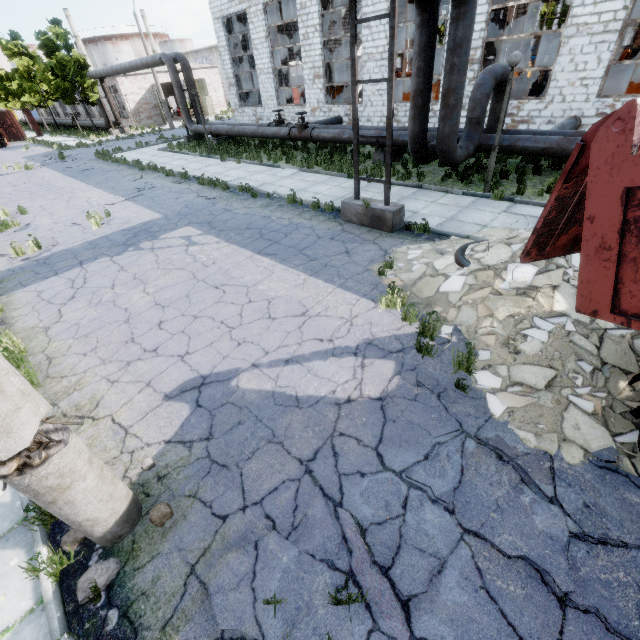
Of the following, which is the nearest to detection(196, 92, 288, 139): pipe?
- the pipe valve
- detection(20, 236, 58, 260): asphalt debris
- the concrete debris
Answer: the pipe valve

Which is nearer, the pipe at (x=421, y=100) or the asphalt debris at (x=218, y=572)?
the asphalt debris at (x=218, y=572)

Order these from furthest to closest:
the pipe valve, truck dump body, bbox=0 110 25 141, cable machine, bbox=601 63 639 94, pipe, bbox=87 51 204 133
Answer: truck dump body, bbox=0 110 25 141 < pipe, bbox=87 51 204 133 < the pipe valve < cable machine, bbox=601 63 639 94

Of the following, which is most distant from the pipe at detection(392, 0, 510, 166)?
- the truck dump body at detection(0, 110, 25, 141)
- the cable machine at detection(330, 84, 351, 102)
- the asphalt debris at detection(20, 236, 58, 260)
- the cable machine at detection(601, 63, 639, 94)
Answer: the truck dump body at detection(0, 110, 25, 141)

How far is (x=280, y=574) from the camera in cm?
293

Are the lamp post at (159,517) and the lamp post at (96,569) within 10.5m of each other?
yes

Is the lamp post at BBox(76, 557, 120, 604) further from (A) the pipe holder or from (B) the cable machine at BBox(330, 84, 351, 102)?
(B) the cable machine at BBox(330, 84, 351, 102)

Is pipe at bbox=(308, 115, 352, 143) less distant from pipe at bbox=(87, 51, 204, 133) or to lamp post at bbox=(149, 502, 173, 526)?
pipe at bbox=(87, 51, 204, 133)
